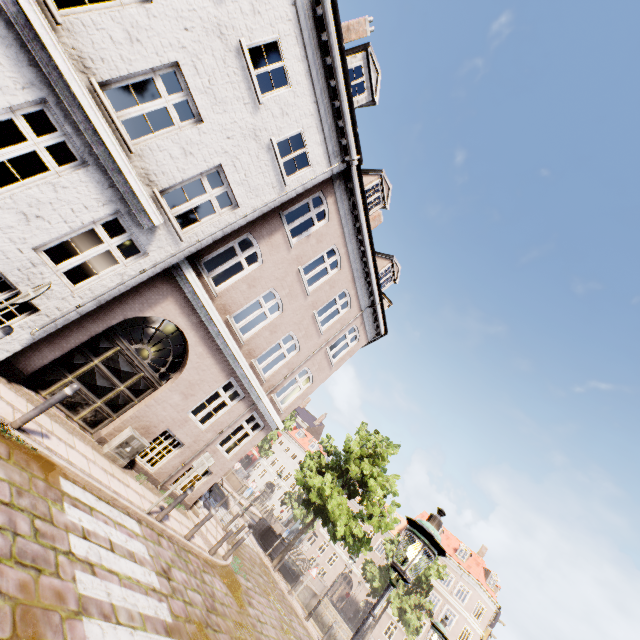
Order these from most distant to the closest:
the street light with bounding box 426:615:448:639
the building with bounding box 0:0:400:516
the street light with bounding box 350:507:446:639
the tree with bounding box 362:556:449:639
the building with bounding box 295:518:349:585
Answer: the building with bounding box 295:518:349:585, the tree with bounding box 362:556:449:639, the street light with bounding box 426:615:448:639, the building with bounding box 0:0:400:516, the street light with bounding box 350:507:446:639

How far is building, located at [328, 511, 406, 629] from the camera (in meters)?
39.94

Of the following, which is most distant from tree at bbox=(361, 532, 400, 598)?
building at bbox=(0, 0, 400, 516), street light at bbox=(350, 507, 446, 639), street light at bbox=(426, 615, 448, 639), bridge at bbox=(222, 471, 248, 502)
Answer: street light at bbox=(350, 507, 446, 639)

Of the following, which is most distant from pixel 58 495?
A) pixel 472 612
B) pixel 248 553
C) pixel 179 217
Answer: pixel 472 612

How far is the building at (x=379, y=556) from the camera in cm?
3994

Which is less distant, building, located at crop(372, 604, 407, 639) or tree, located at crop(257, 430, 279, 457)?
building, located at crop(372, 604, 407, 639)

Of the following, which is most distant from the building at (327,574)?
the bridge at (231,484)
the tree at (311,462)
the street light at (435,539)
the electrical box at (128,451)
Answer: the street light at (435,539)

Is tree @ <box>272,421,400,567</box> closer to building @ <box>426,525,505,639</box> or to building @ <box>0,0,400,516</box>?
building @ <box>0,0,400,516</box>
